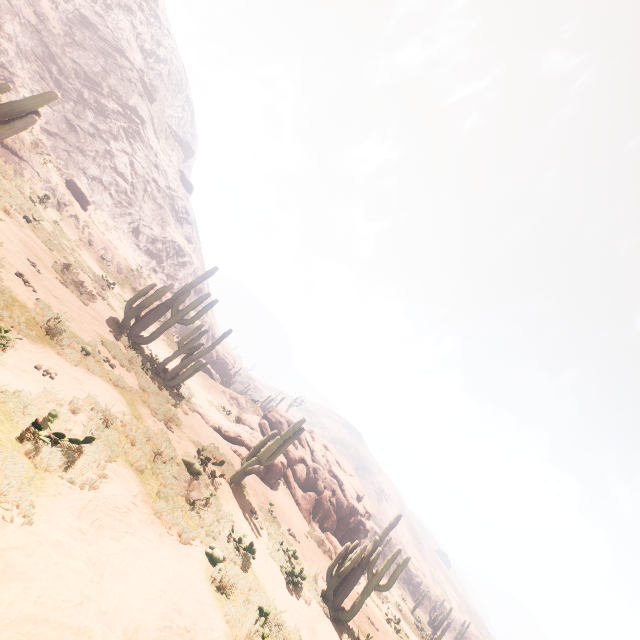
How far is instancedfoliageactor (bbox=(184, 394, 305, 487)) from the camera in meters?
11.9

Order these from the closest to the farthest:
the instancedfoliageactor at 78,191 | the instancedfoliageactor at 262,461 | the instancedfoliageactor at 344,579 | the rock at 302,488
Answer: the instancedfoliageactor at 344,579 < the instancedfoliageactor at 262,461 < the rock at 302,488 < the instancedfoliageactor at 78,191

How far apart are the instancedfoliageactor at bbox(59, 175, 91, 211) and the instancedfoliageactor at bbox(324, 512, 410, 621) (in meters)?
29.63

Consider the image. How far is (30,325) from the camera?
6.9 meters

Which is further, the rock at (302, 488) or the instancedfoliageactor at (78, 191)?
the instancedfoliageactor at (78, 191)

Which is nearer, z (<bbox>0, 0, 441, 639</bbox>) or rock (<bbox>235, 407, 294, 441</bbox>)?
z (<bbox>0, 0, 441, 639</bbox>)

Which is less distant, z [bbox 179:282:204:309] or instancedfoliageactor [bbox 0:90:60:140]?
instancedfoliageactor [bbox 0:90:60:140]

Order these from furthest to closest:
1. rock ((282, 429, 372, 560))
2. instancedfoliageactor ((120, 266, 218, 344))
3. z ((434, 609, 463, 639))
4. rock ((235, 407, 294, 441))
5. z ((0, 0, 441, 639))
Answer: z ((434, 609, 463, 639)) → rock ((235, 407, 294, 441)) → rock ((282, 429, 372, 560)) → instancedfoliageactor ((120, 266, 218, 344)) → z ((0, 0, 441, 639))
